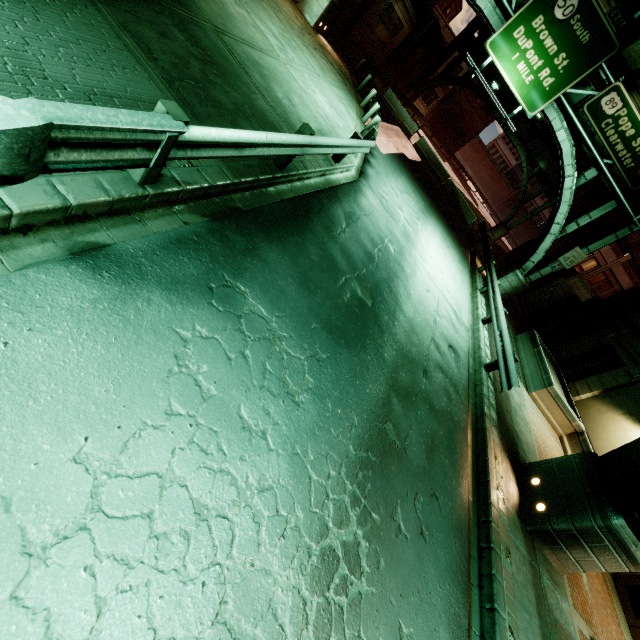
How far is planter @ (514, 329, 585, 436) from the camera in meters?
13.1 m

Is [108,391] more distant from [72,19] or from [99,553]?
[72,19]

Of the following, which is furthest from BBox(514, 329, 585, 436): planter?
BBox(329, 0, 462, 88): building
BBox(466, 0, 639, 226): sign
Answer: BBox(329, 0, 462, 88): building

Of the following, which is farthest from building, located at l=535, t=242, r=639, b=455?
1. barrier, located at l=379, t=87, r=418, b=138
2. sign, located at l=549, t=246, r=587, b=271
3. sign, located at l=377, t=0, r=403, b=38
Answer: sign, located at l=377, t=0, r=403, b=38

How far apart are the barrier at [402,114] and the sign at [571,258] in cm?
1573

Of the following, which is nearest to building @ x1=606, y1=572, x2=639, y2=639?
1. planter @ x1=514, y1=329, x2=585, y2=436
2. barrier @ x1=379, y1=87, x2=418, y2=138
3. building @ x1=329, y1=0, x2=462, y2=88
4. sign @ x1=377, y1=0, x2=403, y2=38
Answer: planter @ x1=514, y1=329, x2=585, y2=436

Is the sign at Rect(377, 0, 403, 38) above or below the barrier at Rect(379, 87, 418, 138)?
above

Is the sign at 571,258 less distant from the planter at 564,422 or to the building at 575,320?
the building at 575,320
